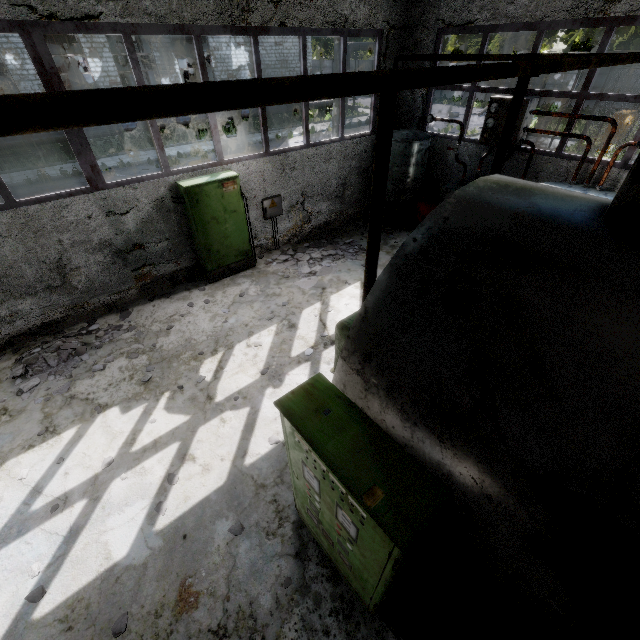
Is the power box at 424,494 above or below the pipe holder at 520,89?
below

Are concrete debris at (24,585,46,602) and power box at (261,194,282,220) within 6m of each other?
no

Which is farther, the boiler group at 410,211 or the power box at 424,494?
the boiler group at 410,211

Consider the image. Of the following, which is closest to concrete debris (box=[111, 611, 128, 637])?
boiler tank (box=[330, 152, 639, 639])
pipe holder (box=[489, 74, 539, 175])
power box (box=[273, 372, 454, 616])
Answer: power box (box=[273, 372, 454, 616])

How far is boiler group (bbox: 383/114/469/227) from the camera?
9.2m

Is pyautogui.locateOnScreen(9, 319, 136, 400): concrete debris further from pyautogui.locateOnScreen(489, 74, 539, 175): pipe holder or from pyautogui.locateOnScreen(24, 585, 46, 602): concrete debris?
pyautogui.locateOnScreen(489, 74, 539, 175): pipe holder

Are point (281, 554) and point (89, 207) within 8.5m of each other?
yes

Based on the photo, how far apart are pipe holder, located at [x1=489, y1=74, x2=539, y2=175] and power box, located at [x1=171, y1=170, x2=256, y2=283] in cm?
540
